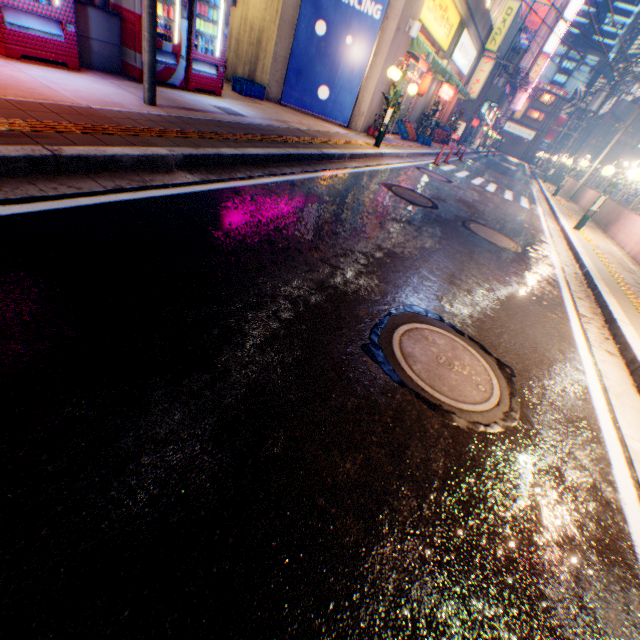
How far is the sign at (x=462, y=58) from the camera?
16.9m

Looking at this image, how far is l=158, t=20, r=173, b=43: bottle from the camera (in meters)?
6.66

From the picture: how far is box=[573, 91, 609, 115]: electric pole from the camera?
27.95m

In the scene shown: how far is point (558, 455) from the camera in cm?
247

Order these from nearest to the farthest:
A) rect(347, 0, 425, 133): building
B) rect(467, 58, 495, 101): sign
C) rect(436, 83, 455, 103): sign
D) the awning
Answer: rect(347, 0, 425, 133): building, the awning, rect(436, 83, 455, 103): sign, rect(467, 58, 495, 101): sign

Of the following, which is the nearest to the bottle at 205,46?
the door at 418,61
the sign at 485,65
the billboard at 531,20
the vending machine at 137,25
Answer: the vending machine at 137,25

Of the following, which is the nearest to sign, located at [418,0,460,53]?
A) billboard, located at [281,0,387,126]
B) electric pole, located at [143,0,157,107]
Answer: billboard, located at [281,0,387,126]

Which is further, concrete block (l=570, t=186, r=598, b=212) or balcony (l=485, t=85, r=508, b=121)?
balcony (l=485, t=85, r=508, b=121)
